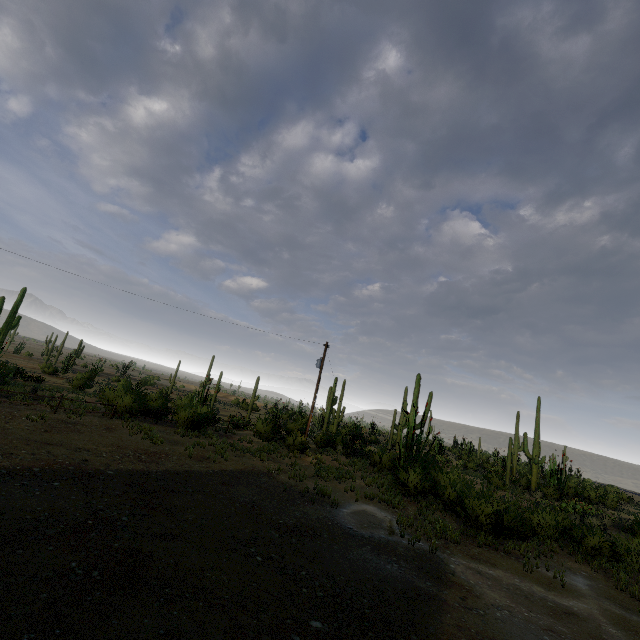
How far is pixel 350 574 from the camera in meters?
7.2
